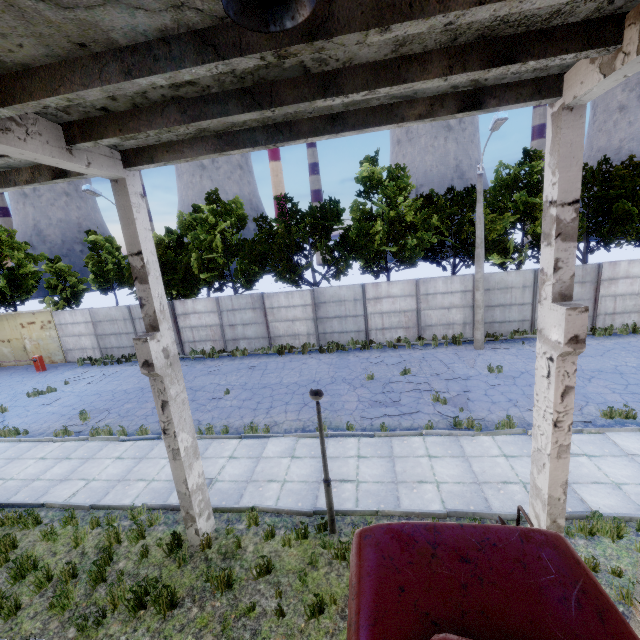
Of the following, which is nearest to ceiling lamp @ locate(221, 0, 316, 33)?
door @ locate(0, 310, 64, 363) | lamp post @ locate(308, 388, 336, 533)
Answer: lamp post @ locate(308, 388, 336, 533)

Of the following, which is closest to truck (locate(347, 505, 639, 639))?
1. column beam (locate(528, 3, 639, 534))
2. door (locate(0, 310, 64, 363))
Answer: column beam (locate(528, 3, 639, 534))

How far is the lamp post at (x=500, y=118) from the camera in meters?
12.6

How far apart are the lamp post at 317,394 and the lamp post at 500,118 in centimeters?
1263cm

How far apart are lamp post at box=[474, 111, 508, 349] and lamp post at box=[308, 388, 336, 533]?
12.6m

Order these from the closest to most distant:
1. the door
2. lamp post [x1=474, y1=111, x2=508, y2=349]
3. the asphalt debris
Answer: the asphalt debris, lamp post [x1=474, y1=111, x2=508, y2=349], the door

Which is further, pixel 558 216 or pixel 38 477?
pixel 38 477

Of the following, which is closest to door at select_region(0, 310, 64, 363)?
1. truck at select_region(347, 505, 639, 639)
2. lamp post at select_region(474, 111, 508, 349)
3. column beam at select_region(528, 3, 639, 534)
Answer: truck at select_region(347, 505, 639, 639)
